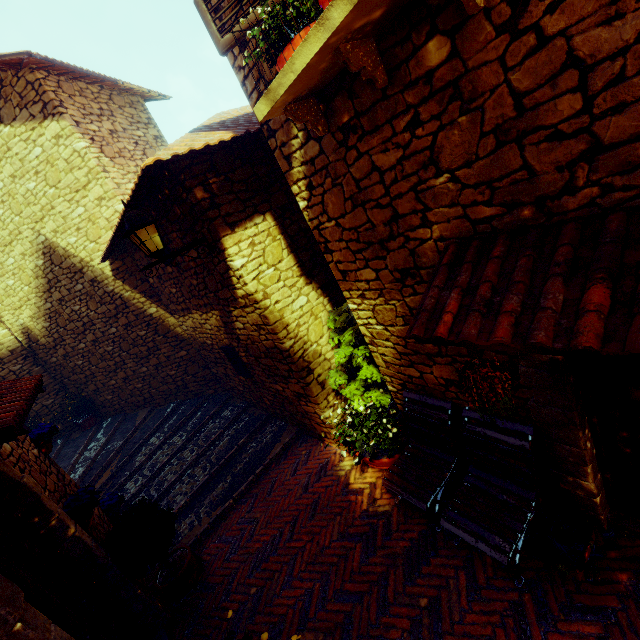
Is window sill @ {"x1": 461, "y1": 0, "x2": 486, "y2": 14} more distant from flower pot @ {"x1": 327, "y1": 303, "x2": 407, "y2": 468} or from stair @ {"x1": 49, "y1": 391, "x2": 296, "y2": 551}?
stair @ {"x1": 49, "y1": 391, "x2": 296, "y2": 551}

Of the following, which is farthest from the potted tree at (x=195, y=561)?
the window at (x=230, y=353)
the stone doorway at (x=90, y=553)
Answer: the window at (x=230, y=353)

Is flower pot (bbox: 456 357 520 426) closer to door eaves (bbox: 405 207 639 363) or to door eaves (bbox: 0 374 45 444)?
door eaves (bbox: 405 207 639 363)

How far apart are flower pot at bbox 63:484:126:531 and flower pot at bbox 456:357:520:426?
4.4 meters

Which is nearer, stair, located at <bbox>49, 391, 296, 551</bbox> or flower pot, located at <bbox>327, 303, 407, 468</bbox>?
flower pot, located at <bbox>327, 303, 407, 468</bbox>

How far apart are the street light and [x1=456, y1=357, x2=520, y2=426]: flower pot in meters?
3.3

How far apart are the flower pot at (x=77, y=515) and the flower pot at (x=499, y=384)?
4.4m

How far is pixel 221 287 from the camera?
4.6m
